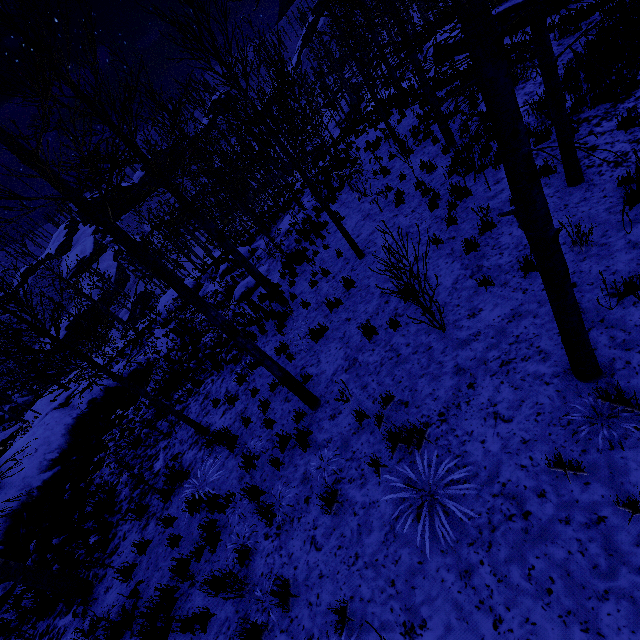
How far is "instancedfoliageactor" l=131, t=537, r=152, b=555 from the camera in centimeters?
642cm

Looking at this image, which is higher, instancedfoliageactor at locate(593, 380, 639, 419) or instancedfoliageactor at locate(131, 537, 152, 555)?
instancedfoliageactor at locate(593, 380, 639, 419)

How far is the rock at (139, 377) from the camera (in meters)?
14.03

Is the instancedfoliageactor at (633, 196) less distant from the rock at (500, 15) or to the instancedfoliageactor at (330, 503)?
the instancedfoliageactor at (330, 503)

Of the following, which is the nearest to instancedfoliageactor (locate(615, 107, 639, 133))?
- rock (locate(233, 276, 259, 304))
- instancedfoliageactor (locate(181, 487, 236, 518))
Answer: instancedfoliageactor (locate(181, 487, 236, 518))

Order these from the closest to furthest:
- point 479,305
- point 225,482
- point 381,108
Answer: point 479,305 < point 225,482 < point 381,108

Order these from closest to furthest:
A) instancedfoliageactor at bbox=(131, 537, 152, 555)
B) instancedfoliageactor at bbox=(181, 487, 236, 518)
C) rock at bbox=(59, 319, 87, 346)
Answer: instancedfoliageactor at bbox=(181, 487, 236, 518)
instancedfoliageactor at bbox=(131, 537, 152, 555)
rock at bbox=(59, 319, 87, 346)
